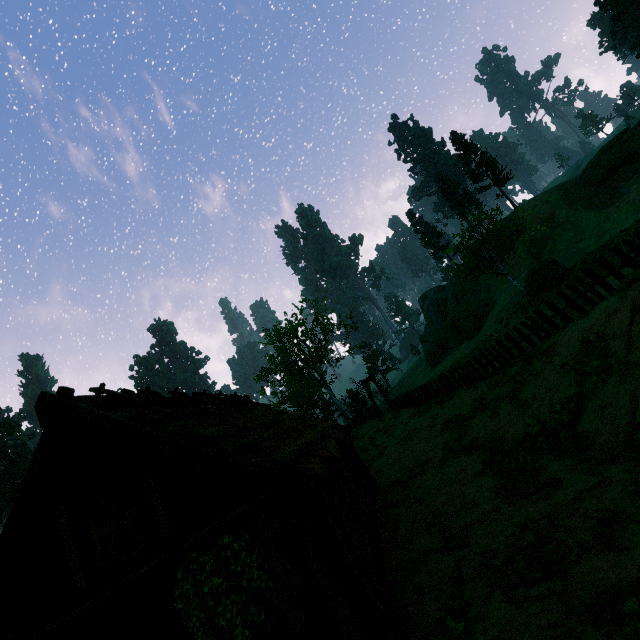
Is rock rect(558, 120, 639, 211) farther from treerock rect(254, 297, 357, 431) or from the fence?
the fence

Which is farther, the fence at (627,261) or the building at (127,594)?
the fence at (627,261)

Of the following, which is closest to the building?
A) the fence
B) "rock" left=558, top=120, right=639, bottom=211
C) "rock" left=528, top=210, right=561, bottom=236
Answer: the fence

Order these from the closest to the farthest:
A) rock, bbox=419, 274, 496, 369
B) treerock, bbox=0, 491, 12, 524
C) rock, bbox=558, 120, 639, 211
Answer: rock, bbox=558, 120, 639, 211 → rock, bbox=419, 274, 496, 369 → treerock, bbox=0, 491, 12, 524

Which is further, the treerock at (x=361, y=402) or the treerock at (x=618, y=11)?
the treerock at (x=618, y=11)

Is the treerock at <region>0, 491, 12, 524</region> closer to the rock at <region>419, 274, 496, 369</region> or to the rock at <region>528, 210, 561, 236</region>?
the rock at <region>419, 274, 496, 369</region>

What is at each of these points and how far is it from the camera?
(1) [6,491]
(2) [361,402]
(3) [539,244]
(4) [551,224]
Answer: (1) treerock, 59.7 meters
(2) treerock, 37.8 meters
(3) rock, 40.1 meters
(4) rock, 39.7 meters

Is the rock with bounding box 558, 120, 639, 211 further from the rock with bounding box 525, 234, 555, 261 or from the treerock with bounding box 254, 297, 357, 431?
the treerock with bounding box 254, 297, 357, 431
